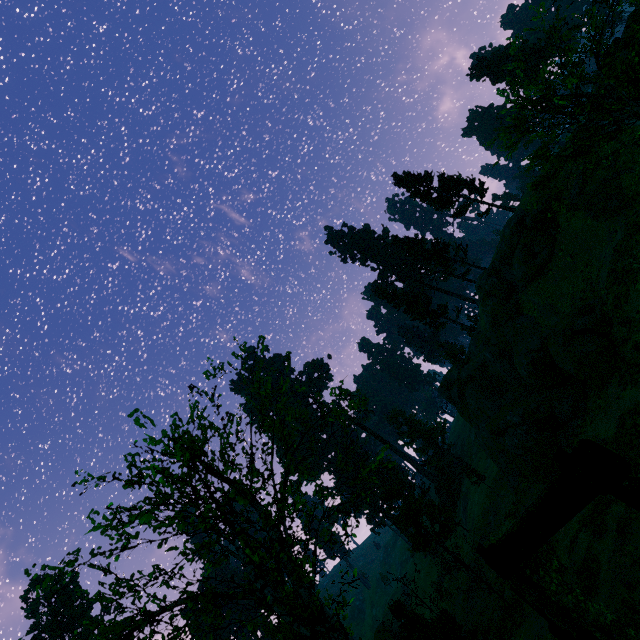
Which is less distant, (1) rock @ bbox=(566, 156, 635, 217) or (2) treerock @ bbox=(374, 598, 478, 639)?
(2) treerock @ bbox=(374, 598, 478, 639)

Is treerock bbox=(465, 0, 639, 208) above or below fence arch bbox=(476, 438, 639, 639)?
above

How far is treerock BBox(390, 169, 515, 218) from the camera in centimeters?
3731cm

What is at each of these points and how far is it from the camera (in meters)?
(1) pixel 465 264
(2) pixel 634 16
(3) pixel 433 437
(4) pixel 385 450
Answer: (1) treerock, 45.19
(2) rock, 25.72
(3) treerock, 57.41
(4) treerock, 15.08

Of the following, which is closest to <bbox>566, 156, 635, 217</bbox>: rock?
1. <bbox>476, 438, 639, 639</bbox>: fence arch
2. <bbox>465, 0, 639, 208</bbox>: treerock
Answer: <bbox>465, 0, 639, 208</bbox>: treerock

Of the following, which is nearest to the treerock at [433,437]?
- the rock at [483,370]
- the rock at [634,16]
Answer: the rock at [483,370]

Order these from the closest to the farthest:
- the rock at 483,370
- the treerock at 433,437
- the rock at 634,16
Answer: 1. the rock at 483,370
2. the rock at 634,16
3. the treerock at 433,437

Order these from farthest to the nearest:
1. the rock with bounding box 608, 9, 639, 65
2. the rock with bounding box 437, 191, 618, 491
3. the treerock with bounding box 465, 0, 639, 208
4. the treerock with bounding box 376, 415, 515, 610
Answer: the treerock with bounding box 376, 415, 515, 610 < the rock with bounding box 608, 9, 639, 65 < the rock with bounding box 437, 191, 618, 491 < the treerock with bounding box 465, 0, 639, 208
